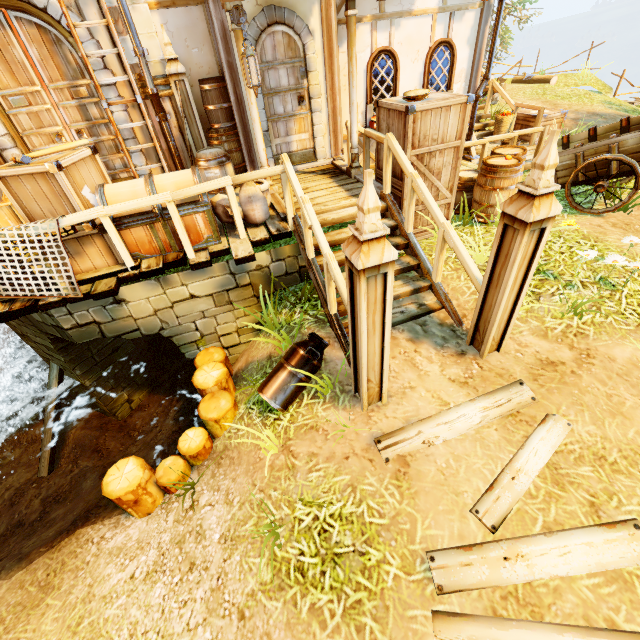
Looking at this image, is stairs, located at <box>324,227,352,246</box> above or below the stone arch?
above

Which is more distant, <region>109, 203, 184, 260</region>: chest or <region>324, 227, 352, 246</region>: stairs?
<region>324, 227, 352, 246</region>: stairs

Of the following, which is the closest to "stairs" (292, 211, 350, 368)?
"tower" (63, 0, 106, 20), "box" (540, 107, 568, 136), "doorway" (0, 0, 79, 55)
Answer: "tower" (63, 0, 106, 20)

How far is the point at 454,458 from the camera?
3.2m

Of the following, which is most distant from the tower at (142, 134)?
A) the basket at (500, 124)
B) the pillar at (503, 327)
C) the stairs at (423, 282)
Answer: the basket at (500, 124)

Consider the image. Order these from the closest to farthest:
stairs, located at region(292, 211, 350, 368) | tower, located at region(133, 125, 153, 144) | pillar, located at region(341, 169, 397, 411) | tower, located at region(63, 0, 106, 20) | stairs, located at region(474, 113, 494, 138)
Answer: pillar, located at region(341, 169, 397, 411), stairs, located at region(292, 211, 350, 368), tower, located at region(63, 0, 106, 20), tower, located at region(133, 125, 153, 144), stairs, located at region(474, 113, 494, 138)

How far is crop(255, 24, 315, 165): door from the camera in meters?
5.7

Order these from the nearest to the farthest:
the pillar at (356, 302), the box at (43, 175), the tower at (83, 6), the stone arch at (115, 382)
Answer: the pillar at (356, 302)
the box at (43, 175)
the stone arch at (115, 382)
the tower at (83, 6)
